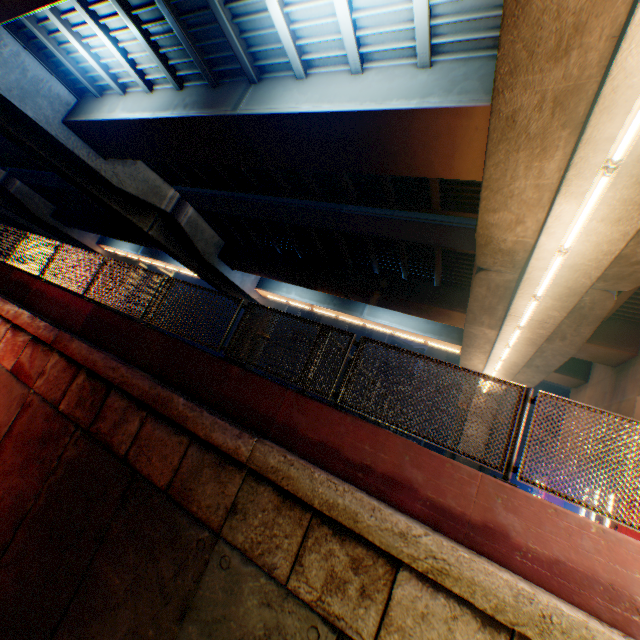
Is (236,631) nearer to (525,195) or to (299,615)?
(299,615)

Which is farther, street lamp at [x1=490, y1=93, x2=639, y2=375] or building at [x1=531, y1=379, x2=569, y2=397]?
building at [x1=531, y1=379, x2=569, y2=397]

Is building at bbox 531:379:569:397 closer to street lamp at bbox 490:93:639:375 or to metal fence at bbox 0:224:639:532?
metal fence at bbox 0:224:639:532

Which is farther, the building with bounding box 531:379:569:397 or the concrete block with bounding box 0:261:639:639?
the building with bounding box 531:379:569:397

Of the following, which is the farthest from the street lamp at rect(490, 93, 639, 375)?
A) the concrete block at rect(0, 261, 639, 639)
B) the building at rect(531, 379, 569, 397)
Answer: the building at rect(531, 379, 569, 397)

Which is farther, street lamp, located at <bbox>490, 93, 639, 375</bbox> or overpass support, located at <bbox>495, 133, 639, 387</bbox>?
overpass support, located at <bbox>495, 133, 639, 387</bbox>

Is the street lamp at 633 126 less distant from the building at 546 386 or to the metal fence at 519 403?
the metal fence at 519 403
